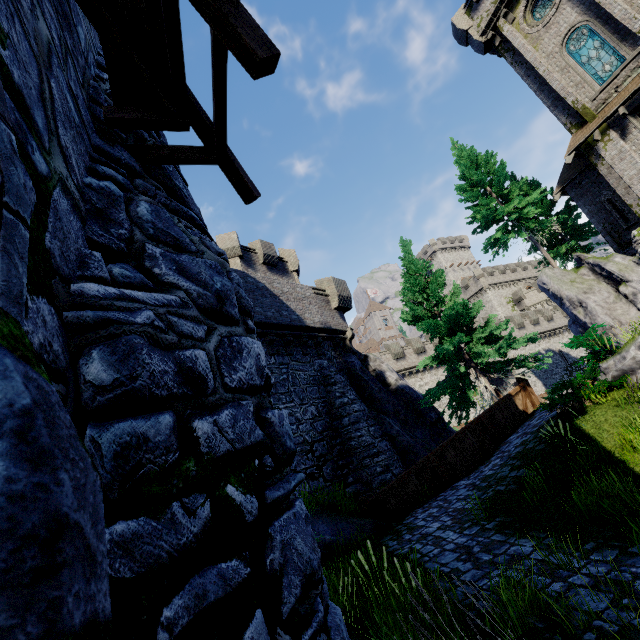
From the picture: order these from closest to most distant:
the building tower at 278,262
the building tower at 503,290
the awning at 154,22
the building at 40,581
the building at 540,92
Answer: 1. the building at 40,581
2. the awning at 154,22
3. the building at 540,92
4. the building tower at 278,262
5. the building tower at 503,290

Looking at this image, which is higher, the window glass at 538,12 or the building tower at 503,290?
the window glass at 538,12

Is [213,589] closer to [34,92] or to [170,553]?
[170,553]

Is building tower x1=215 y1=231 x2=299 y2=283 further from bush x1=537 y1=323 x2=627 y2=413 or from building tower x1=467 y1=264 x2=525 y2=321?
building tower x1=467 y1=264 x2=525 y2=321

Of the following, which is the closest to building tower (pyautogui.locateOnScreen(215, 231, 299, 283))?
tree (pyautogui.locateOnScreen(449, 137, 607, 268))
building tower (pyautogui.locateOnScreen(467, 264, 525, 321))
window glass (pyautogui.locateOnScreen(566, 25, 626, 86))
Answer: tree (pyautogui.locateOnScreen(449, 137, 607, 268))

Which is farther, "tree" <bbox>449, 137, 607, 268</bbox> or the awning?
"tree" <bbox>449, 137, 607, 268</bbox>

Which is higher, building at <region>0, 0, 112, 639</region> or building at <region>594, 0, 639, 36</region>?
building at <region>594, 0, 639, 36</region>

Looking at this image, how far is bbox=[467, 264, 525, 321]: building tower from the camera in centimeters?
5634cm
